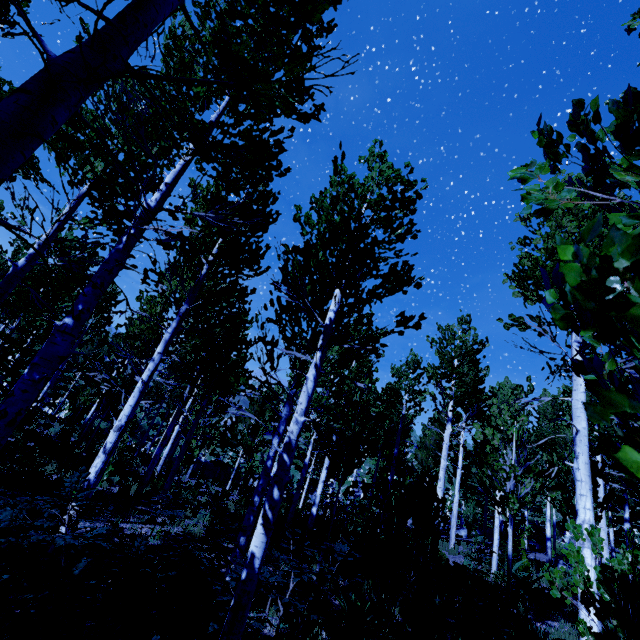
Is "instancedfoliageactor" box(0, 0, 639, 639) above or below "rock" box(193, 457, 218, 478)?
above

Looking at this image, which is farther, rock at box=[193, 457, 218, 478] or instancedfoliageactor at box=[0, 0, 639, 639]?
rock at box=[193, 457, 218, 478]

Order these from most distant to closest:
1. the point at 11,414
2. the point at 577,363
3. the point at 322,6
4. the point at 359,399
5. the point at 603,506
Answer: the point at 359,399 < the point at 603,506 < the point at 11,414 < the point at 322,6 < the point at 577,363

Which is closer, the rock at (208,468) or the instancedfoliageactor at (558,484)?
the instancedfoliageactor at (558,484)

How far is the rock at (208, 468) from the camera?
35.8m

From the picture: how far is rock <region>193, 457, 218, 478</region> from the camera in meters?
35.8
